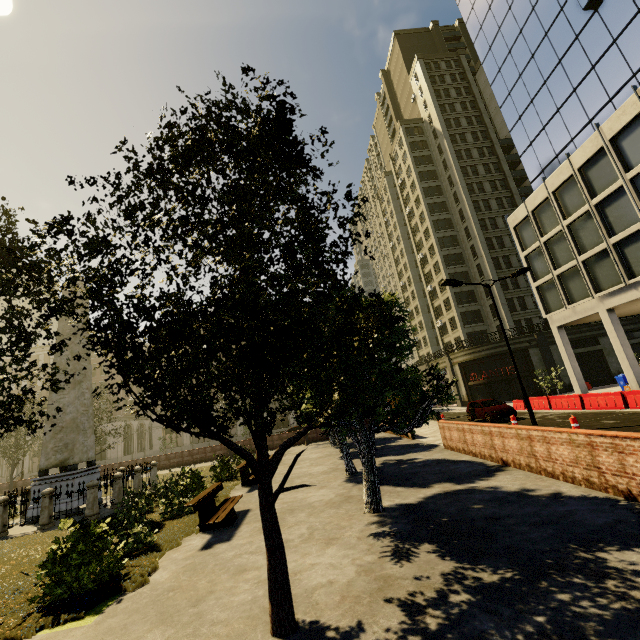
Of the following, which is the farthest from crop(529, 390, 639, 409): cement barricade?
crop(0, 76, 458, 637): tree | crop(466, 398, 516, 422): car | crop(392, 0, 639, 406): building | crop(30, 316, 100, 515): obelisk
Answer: crop(30, 316, 100, 515): obelisk

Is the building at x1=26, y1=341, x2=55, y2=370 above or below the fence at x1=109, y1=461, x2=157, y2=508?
above

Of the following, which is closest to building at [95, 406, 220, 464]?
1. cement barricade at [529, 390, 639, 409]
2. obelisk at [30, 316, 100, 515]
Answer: cement barricade at [529, 390, 639, 409]

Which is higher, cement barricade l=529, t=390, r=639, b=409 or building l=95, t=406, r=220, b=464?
building l=95, t=406, r=220, b=464

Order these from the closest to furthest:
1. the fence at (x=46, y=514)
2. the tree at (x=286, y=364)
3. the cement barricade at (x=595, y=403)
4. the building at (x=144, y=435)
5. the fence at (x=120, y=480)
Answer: the tree at (x=286, y=364) → the fence at (x=46, y=514) → the fence at (x=120, y=480) → the cement barricade at (x=595, y=403) → the building at (x=144, y=435)

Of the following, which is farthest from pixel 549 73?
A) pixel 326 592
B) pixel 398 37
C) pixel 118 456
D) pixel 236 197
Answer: pixel 118 456

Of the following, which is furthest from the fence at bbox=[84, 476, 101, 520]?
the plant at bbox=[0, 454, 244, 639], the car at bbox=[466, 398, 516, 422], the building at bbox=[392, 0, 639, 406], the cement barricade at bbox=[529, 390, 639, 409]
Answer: the building at bbox=[392, 0, 639, 406]

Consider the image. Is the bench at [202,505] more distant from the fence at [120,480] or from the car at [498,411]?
the car at [498,411]
